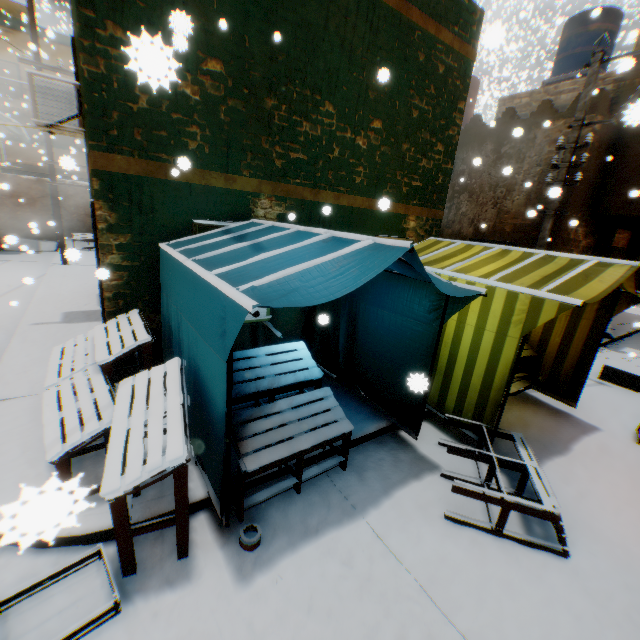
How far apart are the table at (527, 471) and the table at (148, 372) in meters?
2.5 m

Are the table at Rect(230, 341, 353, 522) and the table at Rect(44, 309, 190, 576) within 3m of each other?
yes

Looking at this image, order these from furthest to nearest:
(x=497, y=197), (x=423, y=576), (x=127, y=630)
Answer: (x=497, y=197), (x=423, y=576), (x=127, y=630)

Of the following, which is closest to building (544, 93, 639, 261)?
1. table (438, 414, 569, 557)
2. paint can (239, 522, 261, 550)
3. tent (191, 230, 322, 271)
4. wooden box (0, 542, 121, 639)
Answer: tent (191, 230, 322, 271)

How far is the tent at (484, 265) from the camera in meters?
4.5

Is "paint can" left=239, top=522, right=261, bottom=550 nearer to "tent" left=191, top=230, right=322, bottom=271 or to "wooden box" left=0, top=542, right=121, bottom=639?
"tent" left=191, top=230, right=322, bottom=271

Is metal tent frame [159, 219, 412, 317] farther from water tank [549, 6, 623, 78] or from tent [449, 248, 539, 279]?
water tank [549, 6, 623, 78]

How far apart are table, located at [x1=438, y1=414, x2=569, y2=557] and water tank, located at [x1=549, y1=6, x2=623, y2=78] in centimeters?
1340cm
